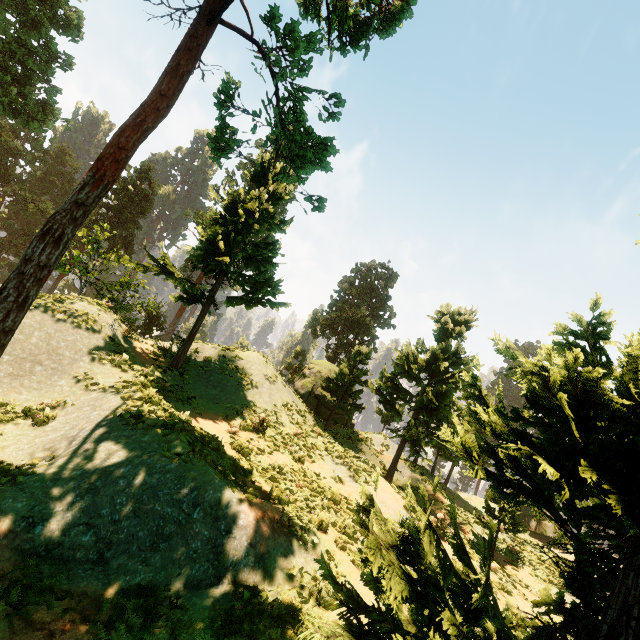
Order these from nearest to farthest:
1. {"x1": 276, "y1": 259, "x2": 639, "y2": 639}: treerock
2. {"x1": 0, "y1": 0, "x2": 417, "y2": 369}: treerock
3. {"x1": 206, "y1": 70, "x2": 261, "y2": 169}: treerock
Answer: {"x1": 276, "y1": 259, "x2": 639, "y2": 639}: treerock < {"x1": 0, "y1": 0, "x2": 417, "y2": 369}: treerock < {"x1": 206, "y1": 70, "x2": 261, "y2": 169}: treerock

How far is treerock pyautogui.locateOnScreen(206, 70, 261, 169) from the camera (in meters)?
9.80

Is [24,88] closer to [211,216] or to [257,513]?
[211,216]

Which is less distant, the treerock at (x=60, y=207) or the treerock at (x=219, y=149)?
the treerock at (x=60, y=207)

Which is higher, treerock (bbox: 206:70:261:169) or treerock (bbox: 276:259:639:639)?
treerock (bbox: 206:70:261:169)

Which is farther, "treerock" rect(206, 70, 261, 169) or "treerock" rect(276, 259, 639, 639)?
"treerock" rect(206, 70, 261, 169)

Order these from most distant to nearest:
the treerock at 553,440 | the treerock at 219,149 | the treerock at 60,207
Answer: the treerock at 219,149
the treerock at 60,207
the treerock at 553,440
